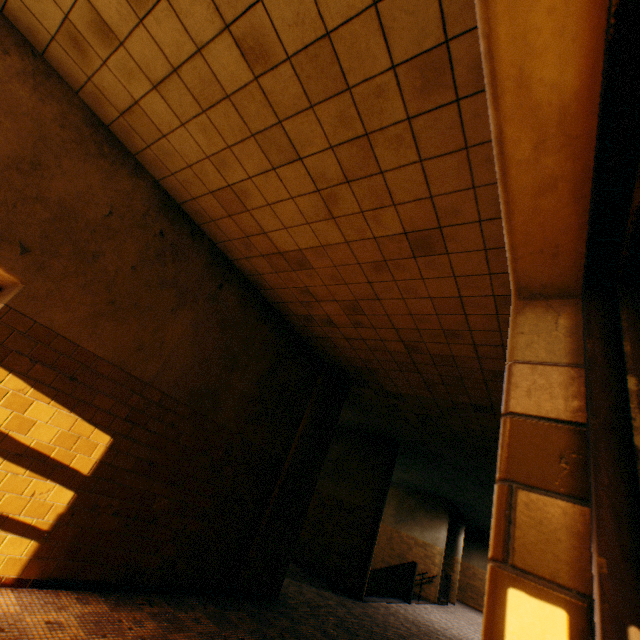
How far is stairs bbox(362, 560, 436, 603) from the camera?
10.5m

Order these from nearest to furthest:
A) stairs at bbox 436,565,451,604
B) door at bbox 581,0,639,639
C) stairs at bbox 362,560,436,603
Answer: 1. door at bbox 581,0,639,639
2. stairs at bbox 362,560,436,603
3. stairs at bbox 436,565,451,604

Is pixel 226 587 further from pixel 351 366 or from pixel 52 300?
pixel 52 300

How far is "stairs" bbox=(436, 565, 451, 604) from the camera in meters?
13.6

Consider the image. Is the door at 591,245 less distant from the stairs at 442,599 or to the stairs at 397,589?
the stairs at 397,589

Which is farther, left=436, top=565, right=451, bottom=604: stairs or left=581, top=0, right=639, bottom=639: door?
left=436, top=565, right=451, bottom=604: stairs

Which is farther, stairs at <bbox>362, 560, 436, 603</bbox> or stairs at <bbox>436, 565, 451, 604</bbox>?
stairs at <bbox>436, 565, 451, 604</bbox>

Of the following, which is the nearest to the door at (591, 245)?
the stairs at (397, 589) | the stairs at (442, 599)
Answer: the stairs at (397, 589)
